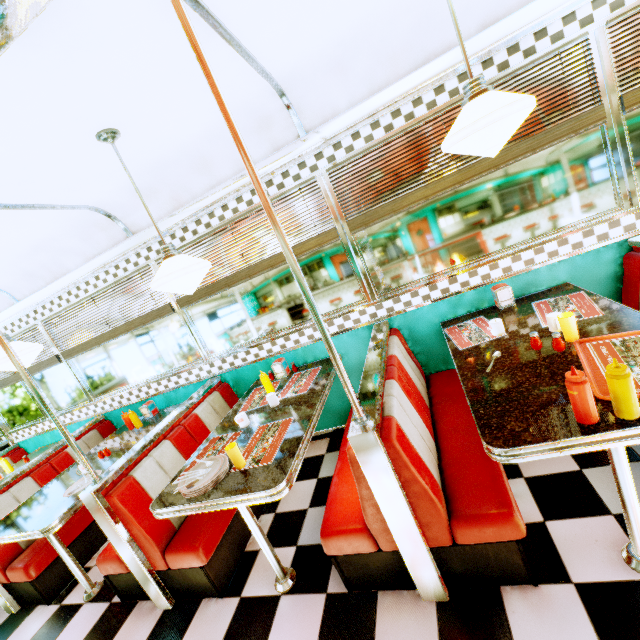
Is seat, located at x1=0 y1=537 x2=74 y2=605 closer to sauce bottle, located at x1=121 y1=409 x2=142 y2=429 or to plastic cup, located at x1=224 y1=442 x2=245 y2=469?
sauce bottle, located at x1=121 y1=409 x2=142 y2=429

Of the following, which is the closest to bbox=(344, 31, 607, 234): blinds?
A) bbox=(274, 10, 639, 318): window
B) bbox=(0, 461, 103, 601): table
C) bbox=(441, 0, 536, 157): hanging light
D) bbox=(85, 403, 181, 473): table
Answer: bbox=(274, 10, 639, 318): window

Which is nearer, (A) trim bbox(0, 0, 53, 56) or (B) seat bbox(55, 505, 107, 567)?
(A) trim bbox(0, 0, 53, 56)

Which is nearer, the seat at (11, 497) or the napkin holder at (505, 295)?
the napkin holder at (505, 295)

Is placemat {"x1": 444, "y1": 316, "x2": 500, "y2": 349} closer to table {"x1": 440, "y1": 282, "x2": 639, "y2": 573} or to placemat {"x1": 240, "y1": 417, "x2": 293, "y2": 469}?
table {"x1": 440, "y1": 282, "x2": 639, "y2": 573}

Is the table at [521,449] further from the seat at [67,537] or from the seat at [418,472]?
the seat at [67,537]

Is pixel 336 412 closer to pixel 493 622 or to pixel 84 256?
pixel 493 622

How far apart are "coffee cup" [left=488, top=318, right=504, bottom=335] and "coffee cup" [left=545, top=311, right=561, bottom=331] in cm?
26
